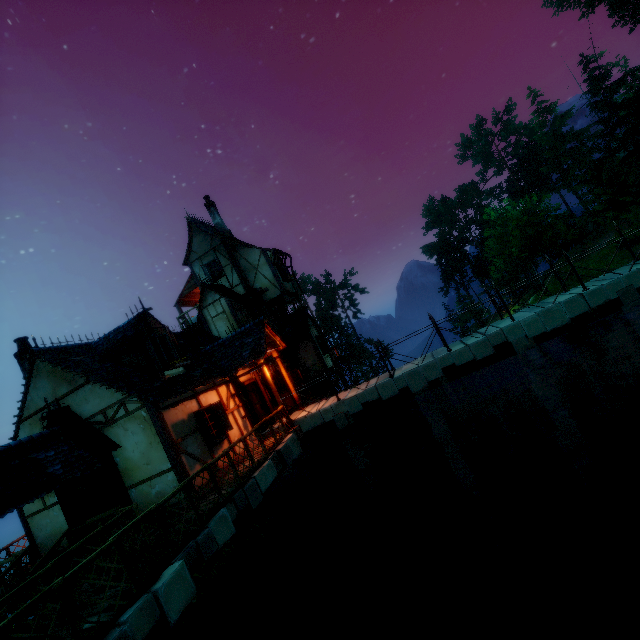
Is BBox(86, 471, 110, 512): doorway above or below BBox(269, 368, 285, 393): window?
below

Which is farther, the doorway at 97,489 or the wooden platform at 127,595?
the doorway at 97,489

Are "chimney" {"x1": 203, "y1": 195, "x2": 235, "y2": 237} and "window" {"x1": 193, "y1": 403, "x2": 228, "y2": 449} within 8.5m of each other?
no

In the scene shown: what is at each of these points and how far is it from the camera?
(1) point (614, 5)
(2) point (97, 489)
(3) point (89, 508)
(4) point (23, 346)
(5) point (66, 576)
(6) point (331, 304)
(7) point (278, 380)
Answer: (1) tree, 34.59m
(2) doorway, 9.34m
(3) door, 9.42m
(4) chimney, 12.09m
(5) fence, 4.64m
(6) tree, 58.25m
(7) window, 16.61m

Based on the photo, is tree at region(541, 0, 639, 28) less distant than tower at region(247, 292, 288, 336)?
No

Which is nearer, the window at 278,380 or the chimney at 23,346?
the chimney at 23,346

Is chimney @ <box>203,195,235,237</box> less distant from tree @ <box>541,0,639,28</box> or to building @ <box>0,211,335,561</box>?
building @ <box>0,211,335,561</box>

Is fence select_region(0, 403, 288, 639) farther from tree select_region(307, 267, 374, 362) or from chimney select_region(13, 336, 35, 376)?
tree select_region(307, 267, 374, 362)
